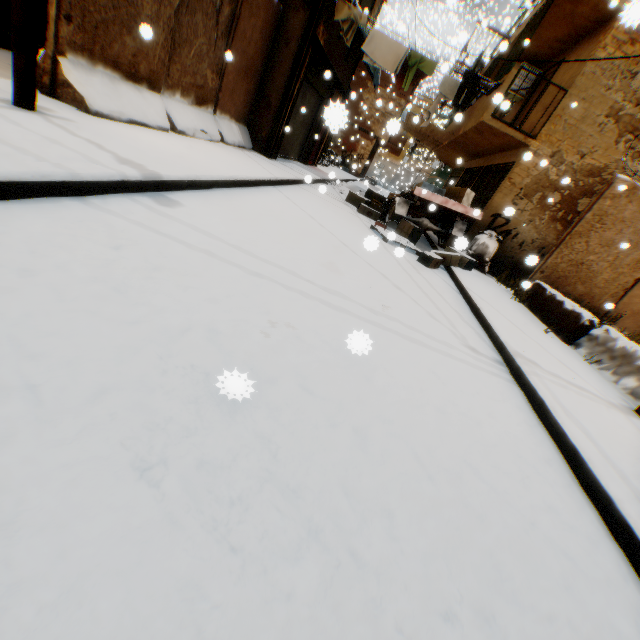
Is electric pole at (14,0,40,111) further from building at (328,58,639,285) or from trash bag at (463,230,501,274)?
trash bag at (463,230,501,274)

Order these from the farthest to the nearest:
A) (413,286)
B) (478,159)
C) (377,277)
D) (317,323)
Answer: (478,159)
(413,286)
(377,277)
(317,323)

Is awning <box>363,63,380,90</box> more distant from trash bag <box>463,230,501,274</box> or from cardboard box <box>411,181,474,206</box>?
trash bag <box>463,230,501,274</box>

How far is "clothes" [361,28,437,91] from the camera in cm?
872

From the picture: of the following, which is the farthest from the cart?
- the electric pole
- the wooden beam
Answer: the electric pole

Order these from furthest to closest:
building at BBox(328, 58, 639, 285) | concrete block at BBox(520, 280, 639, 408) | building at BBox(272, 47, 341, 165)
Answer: building at BBox(328, 58, 639, 285), concrete block at BBox(520, 280, 639, 408), building at BBox(272, 47, 341, 165)

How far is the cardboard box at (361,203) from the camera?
10.19m
